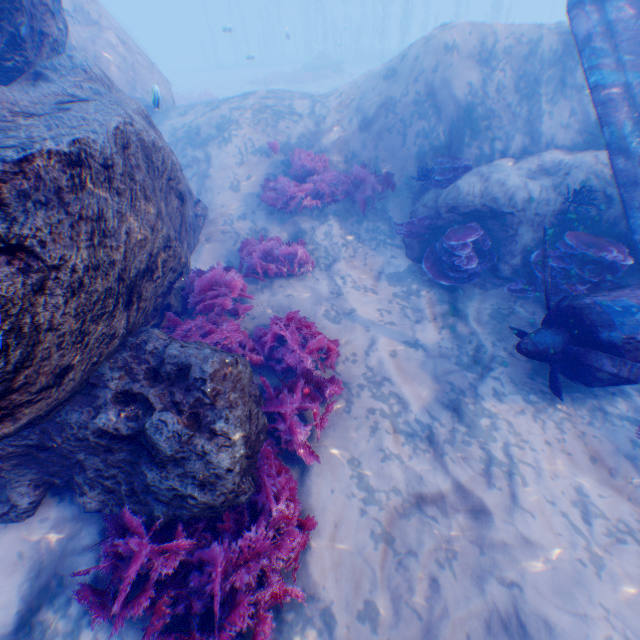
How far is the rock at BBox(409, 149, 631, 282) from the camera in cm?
630

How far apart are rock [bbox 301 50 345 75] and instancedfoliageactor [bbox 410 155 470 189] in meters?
27.3 m

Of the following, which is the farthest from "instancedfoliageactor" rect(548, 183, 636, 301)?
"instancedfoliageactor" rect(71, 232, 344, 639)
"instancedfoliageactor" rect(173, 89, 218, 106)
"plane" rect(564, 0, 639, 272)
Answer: "instancedfoliageactor" rect(173, 89, 218, 106)

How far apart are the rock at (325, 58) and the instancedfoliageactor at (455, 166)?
27.28m

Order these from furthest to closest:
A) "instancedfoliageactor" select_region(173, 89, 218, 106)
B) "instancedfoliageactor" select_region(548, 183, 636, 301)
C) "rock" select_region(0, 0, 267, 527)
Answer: "instancedfoliageactor" select_region(173, 89, 218, 106) < "instancedfoliageactor" select_region(548, 183, 636, 301) < "rock" select_region(0, 0, 267, 527)

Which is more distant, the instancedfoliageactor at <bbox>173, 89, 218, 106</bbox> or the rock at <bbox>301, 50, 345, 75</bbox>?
the rock at <bbox>301, 50, 345, 75</bbox>

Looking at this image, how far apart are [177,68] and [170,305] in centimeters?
6839cm

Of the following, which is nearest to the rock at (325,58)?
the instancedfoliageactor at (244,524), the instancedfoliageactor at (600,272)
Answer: the instancedfoliageactor at (244,524)
